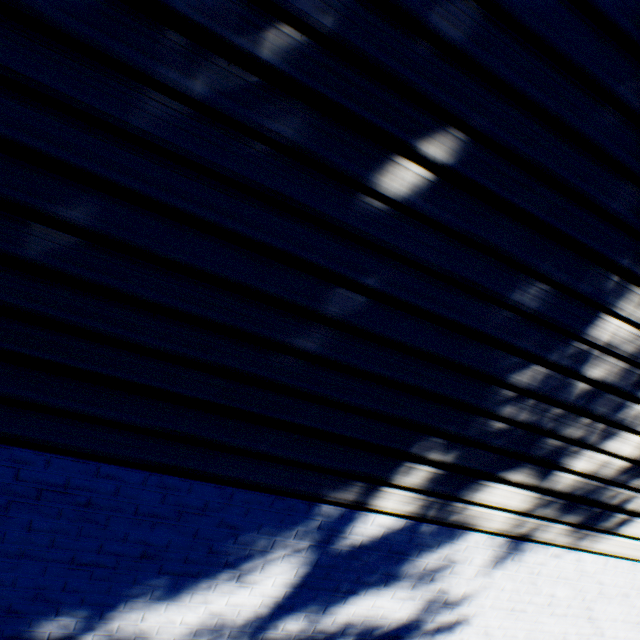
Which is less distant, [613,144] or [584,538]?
[613,144]
